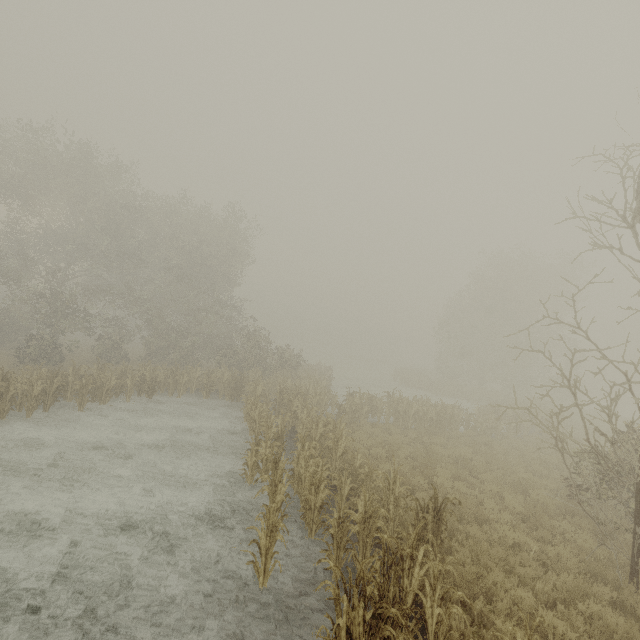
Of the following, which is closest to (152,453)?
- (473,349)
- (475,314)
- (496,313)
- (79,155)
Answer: (79,155)
